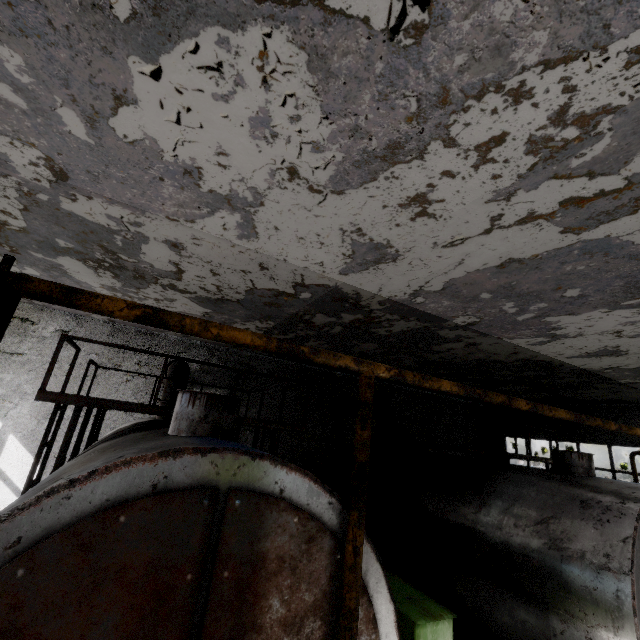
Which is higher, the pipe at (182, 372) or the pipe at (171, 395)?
the pipe at (182, 372)

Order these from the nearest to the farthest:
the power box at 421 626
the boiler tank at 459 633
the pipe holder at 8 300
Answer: the pipe holder at 8 300 → the power box at 421 626 → the boiler tank at 459 633

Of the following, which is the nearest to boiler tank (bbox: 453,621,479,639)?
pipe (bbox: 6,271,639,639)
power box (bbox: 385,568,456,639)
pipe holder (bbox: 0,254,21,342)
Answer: power box (bbox: 385,568,456,639)

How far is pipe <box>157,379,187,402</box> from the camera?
8.7m

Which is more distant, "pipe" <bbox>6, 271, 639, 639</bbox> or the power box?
the power box

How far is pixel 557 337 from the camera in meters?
8.2

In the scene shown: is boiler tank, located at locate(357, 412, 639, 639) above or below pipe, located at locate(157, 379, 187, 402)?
below
